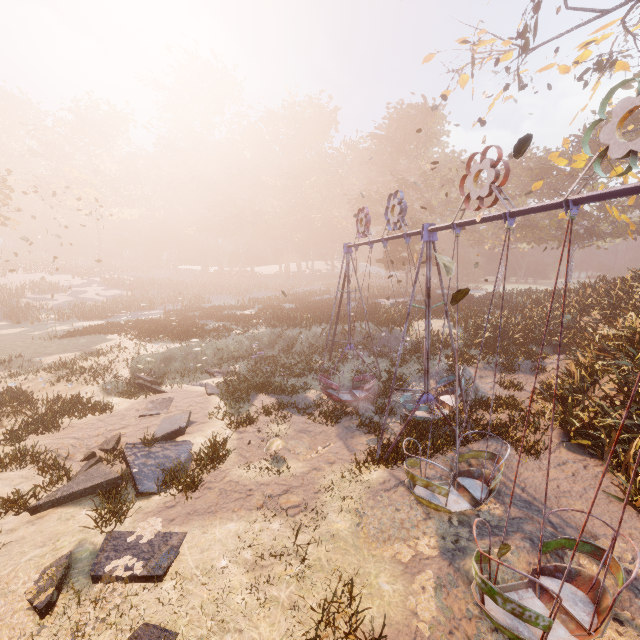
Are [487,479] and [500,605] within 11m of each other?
yes

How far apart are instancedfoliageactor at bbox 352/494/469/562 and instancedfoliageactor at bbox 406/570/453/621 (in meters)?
0.41

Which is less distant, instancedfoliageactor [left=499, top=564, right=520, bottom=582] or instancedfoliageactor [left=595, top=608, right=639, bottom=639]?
instancedfoliageactor [left=595, top=608, right=639, bottom=639]

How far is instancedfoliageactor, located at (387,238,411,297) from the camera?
35.9m

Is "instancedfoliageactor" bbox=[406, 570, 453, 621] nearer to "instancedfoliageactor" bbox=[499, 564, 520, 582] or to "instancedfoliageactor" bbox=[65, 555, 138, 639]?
"instancedfoliageactor" bbox=[499, 564, 520, 582]

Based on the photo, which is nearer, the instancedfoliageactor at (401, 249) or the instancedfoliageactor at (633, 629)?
the instancedfoliageactor at (633, 629)

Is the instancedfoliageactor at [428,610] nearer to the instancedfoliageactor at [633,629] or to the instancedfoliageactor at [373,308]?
the instancedfoliageactor at [633,629]

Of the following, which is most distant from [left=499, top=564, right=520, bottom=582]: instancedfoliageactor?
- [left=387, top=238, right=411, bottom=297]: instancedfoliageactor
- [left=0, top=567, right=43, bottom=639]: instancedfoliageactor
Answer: [left=387, top=238, right=411, bottom=297]: instancedfoliageactor
